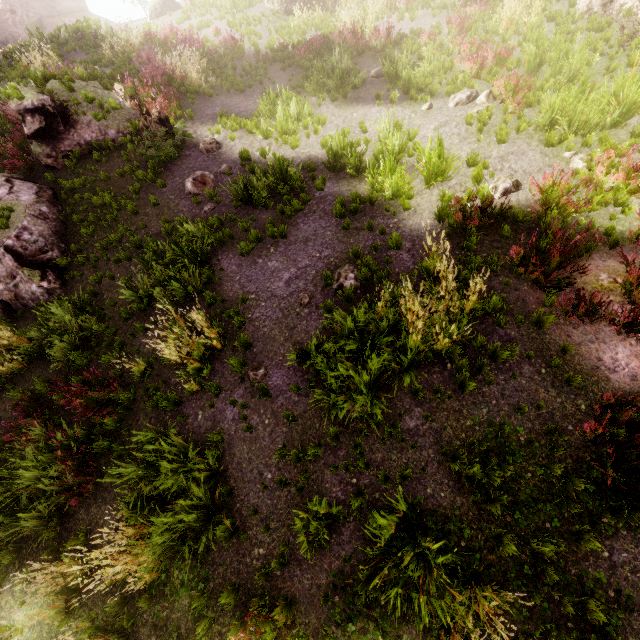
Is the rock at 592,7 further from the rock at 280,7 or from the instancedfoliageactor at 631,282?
the rock at 280,7

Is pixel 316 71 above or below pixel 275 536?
above

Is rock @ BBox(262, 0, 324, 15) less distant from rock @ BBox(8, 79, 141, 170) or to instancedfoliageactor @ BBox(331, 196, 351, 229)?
instancedfoliageactor @ BBox(331, 196, 351, 229)

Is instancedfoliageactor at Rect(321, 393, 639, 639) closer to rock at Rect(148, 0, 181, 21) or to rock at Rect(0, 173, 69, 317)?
rock at Rect(0, 173, 69, 317)

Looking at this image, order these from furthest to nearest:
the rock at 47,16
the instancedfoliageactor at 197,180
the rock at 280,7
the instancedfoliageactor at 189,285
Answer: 1. the rock at 47,16
2. the rock at 280,7
3. the instancedfoliageactor at 197,180
4. the instancedfoliageactor at 189,285

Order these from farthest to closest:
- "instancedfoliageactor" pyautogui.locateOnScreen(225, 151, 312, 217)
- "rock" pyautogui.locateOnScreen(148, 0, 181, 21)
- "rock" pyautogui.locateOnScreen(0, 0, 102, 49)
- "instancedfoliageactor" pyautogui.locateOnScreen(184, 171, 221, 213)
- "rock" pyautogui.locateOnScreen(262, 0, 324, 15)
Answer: "rock" pyautogui.locateOnScreen(0, 0, 102, 49) < "rock" pyautogui.locateOnScreen(148, 0, 181, 21) < "rock" pyautogui.locateOnScreen(262, 0, 324, 15) < "instancedfoliageactor" pyautogui.locateOnScreen(184, 171, 221, 213) < "instancedfoliageactor" pyautogui.locateOnScreen(225, 151, 312, 217)

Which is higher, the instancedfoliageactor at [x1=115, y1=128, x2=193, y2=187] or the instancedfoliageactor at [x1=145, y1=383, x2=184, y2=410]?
the instancedfoliageactor at [x1=115, y1=128, x2=193, y2=187]

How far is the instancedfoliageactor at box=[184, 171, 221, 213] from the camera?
9.55m
